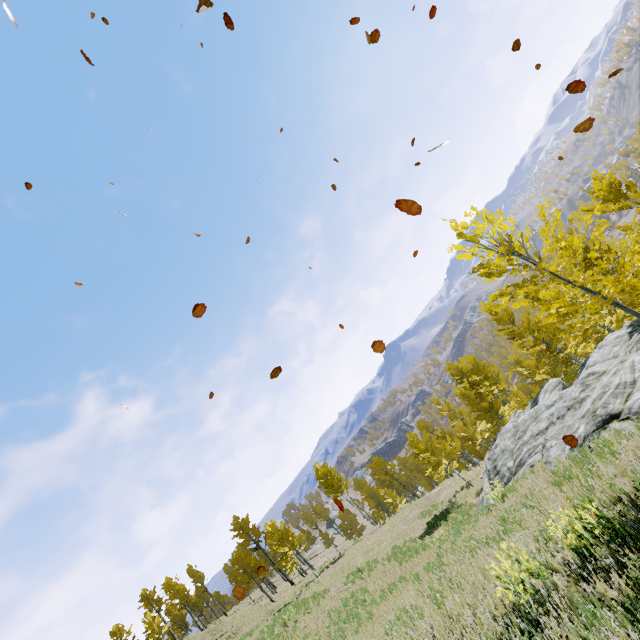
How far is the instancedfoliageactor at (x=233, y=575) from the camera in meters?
34.0

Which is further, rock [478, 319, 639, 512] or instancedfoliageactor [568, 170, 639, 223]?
instancedfoliageactor [568, 170, 639, 223]

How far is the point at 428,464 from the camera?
59.7m

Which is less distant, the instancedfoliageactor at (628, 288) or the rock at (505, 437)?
the instancedfoliageactor at (628, 288)

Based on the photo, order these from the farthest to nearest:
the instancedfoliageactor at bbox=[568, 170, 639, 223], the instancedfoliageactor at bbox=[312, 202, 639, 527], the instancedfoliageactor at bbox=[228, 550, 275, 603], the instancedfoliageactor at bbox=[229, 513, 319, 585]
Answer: the instancedfoliageactor at bbox=[228, 550, 275, 603]
the instancedfoliageactor at bbox=[229, 513, 319, 585]
the instancedfoliageactor at bbox=[568, 170, 639, 223]
the instancedfoliageactor at bbox=[312, 202, 639, 527]

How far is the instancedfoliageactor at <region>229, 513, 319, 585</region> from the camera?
29.6m

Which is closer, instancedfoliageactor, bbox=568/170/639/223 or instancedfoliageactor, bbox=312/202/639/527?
instancedfoliageactor, bbox=312/202/639/527
